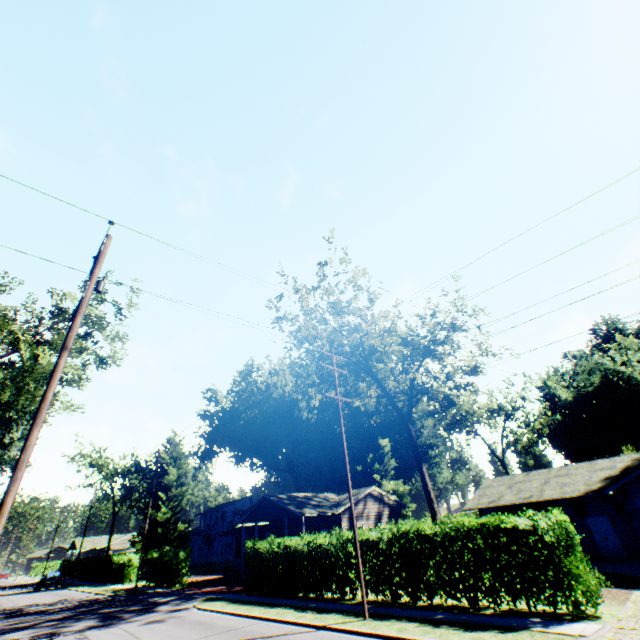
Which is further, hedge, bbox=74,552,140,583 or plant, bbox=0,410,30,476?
plant, bbox=0,410,30,476

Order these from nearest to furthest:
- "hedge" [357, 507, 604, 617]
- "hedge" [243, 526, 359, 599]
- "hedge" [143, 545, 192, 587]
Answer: "hedge" [357, 507, 604, 617] < "hedge" [243, 526, 359, 599] < "hedge" [143, 545, 192, 587]

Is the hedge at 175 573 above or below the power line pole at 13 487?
below

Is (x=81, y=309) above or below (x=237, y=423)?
below

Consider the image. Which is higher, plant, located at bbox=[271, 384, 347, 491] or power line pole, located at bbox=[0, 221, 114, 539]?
plant, located at bbox=[271, 384, 347, 491]

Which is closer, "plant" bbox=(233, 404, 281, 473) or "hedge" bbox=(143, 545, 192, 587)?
"hedge" bbox=(143, 545, 192, 587)

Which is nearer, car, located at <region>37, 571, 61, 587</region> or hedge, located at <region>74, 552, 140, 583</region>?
hedge, located at <region>74, 552, 140, 583</region>

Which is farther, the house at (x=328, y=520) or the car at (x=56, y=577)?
the car at (x=56, y=577)
